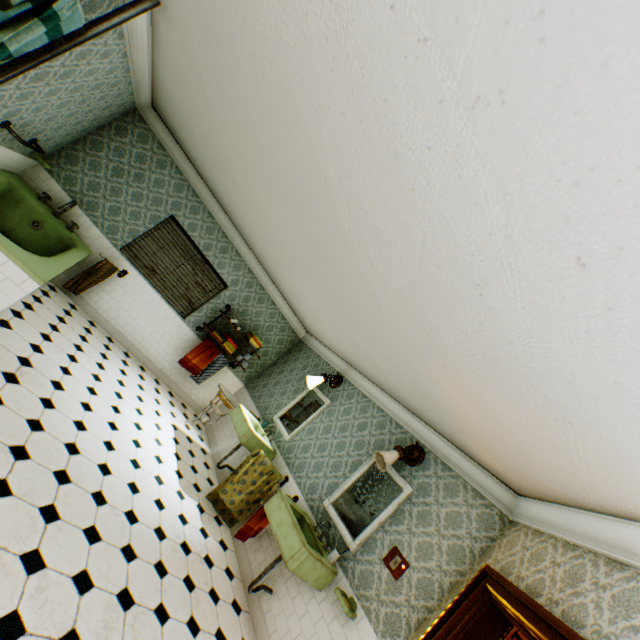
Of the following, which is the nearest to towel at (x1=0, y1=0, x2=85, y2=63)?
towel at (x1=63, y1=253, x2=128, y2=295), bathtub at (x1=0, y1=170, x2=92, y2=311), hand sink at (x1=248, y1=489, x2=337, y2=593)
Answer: bathtub at (x1=0, y1=170, x2=92, y2=311)

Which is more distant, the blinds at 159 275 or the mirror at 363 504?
the blinds at 159 275

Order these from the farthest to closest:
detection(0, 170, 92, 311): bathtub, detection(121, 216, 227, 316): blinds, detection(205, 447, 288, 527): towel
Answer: detection(121, 216, 227, 316): blinds
detection(205, 447, 288, 527): towel
detection(0, 170, 92, 311): bathtub

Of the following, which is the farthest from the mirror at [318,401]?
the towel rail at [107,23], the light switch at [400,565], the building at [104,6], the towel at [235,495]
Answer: the towel rail at [107,23]

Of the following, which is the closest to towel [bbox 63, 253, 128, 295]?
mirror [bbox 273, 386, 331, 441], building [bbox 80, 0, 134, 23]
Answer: building [bbox 80, 0, 134, 23]

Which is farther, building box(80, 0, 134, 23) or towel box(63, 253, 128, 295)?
towel box(63, 253, 128, 295)

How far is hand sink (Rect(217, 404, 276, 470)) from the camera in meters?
5.2 m

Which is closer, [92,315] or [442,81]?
[442,81]
